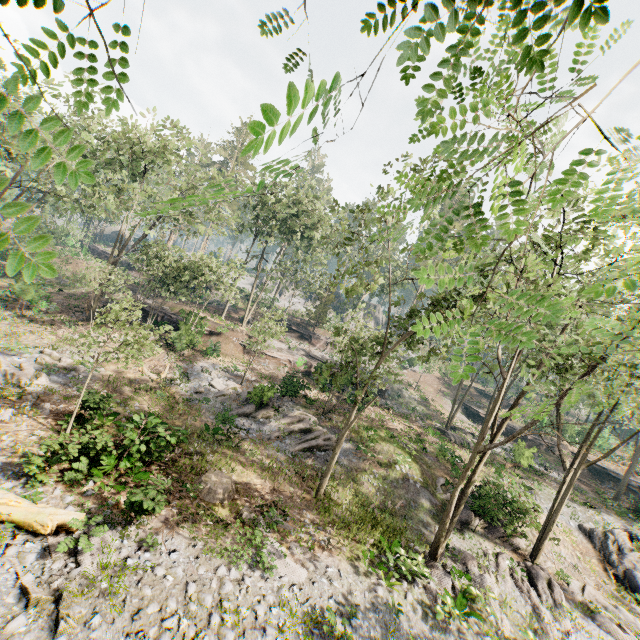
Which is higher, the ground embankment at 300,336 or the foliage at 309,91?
the foliage at 309,91

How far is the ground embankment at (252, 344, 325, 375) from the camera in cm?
3238

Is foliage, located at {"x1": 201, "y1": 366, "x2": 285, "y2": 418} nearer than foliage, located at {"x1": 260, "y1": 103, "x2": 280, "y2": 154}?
No

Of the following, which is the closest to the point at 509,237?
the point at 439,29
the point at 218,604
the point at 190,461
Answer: the point at 439,29

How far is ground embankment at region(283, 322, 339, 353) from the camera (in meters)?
45.59

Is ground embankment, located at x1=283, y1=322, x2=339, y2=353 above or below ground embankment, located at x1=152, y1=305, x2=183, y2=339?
above

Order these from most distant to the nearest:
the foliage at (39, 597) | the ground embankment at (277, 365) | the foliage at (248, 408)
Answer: the ground embankment at (277, 365) < the foliage at (248, 408) < the foliage at (39, 597)

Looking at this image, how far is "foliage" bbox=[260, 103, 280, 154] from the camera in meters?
1.0
